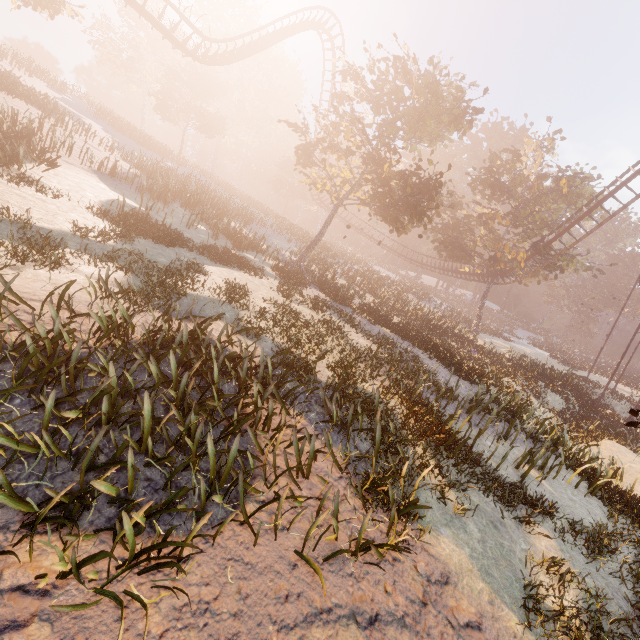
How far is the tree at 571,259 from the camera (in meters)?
29.28

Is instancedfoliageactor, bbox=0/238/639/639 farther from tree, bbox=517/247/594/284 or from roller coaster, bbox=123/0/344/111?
tree, bbox=517/247/594/284

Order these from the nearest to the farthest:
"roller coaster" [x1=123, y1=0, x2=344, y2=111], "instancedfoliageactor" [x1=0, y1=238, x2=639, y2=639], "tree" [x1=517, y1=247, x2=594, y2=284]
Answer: "instancedfoliageactor" [x1=0, y1=238, x2=639, y2=639] < "roller coaster" [x1=123, y1=0, x2=344, y2=111] < "tree" [x1=517, y1=247, x2=594, y2=284]

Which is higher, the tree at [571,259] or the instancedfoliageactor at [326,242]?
the tree at [571,259]

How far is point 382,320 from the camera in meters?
19.2

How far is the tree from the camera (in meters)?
29.28
